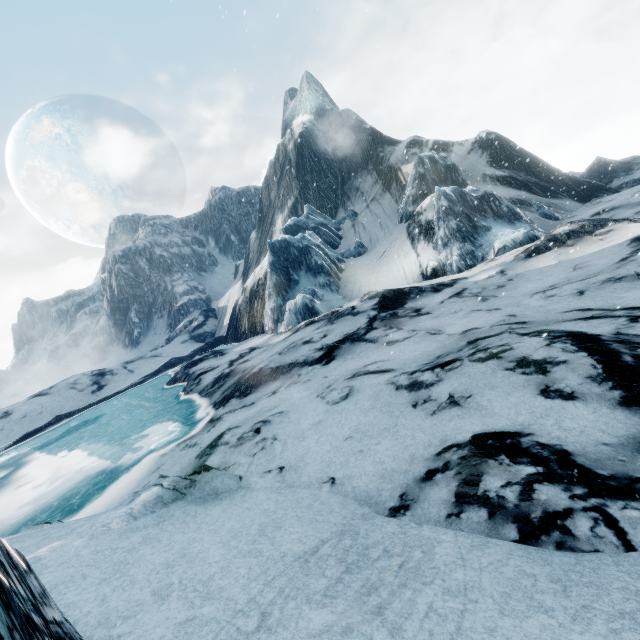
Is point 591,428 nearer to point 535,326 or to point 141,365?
point 535,326
